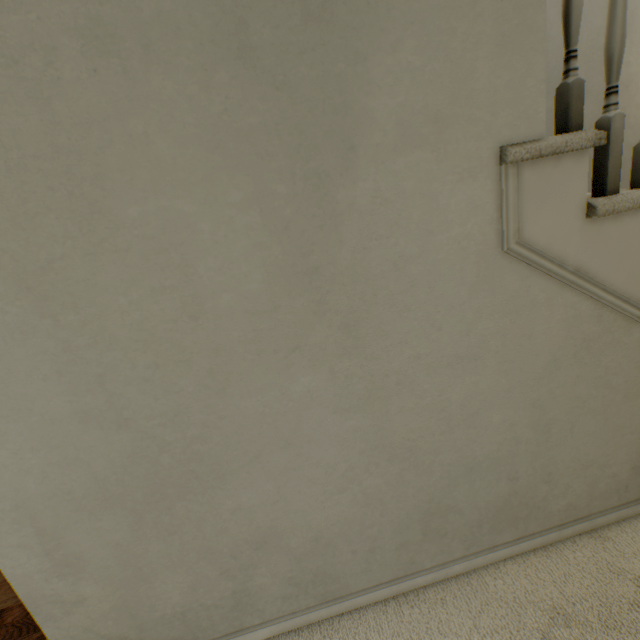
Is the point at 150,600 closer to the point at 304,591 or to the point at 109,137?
the point at 304,591
